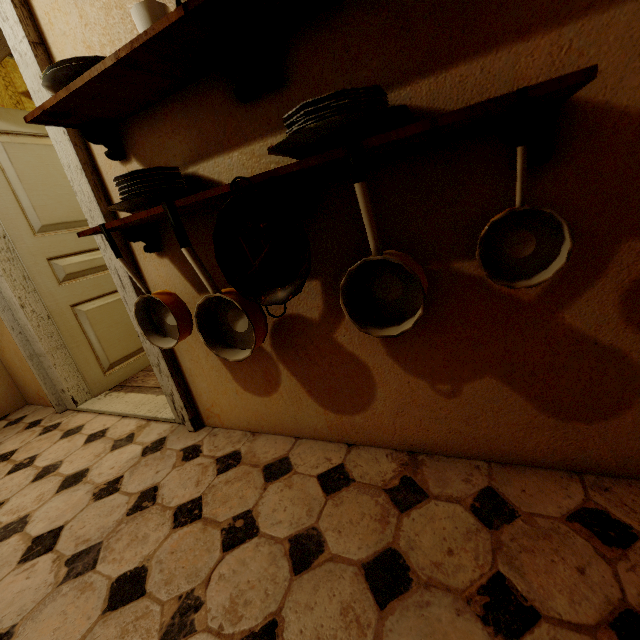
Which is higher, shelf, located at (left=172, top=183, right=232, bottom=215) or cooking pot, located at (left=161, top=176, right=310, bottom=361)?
shelf, located at (left=172, top=183, right=232, bottom=215)

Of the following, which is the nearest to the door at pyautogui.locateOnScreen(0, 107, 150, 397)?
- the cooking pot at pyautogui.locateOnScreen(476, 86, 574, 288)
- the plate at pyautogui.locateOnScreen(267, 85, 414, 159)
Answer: the plate at pyautogui.locateOnScreen(267, 85, 414, 159)

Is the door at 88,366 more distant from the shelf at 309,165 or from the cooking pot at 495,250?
the cooking pot at 495,250

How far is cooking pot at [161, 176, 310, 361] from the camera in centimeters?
91cm

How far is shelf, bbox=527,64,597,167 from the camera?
0.55m

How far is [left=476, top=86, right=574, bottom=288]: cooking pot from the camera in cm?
62

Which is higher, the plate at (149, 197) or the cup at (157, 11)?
the cup at (157, 11)

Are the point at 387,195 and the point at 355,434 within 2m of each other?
yes
